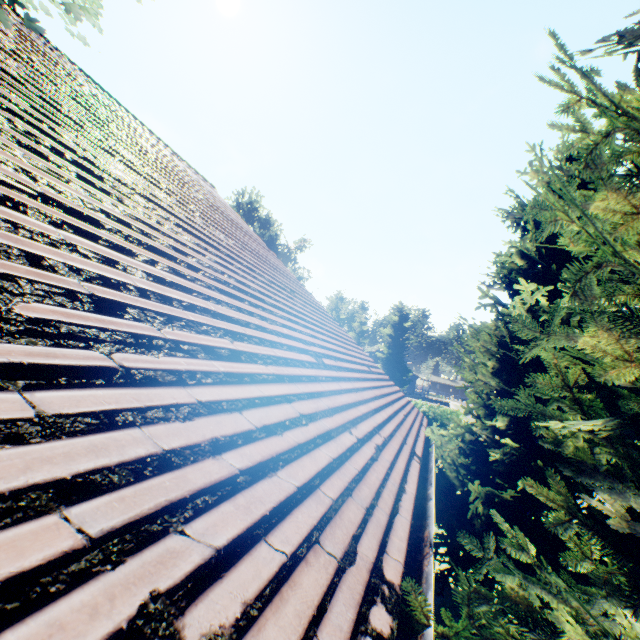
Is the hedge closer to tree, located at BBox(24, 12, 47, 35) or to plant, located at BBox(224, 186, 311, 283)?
tree, located at BBox(24, 12, 47, 35)

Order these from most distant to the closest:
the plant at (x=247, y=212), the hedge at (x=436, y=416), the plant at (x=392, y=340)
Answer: the plant at (x=247, y=212)
the plant at (x=392, y=340)
the hedge at (x=436, y=416)

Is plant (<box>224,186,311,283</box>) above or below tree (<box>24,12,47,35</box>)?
above

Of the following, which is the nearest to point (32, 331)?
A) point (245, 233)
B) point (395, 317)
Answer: point (245, 233)

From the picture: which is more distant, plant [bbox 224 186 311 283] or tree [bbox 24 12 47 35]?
plant [bbox 224 186 311 283]

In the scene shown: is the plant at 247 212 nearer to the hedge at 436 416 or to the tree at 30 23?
the tree at 30 23

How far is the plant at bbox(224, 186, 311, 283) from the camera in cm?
5194
